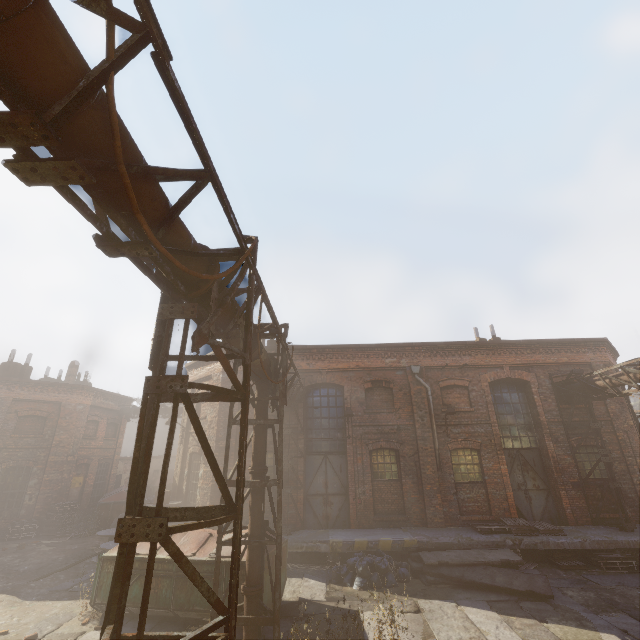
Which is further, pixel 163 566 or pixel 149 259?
pixel 163 566

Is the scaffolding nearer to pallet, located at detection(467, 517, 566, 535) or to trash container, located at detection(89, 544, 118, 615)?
trash container, located at detection(89, 544, 118, 615)

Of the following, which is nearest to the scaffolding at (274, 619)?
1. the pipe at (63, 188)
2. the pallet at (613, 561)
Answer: the pipe at (63, 188)

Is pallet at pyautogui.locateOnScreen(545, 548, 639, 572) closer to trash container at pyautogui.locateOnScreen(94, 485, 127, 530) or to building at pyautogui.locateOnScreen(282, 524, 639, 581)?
building at pyautogui.locateOnScreen(282, 524, 639, 581)

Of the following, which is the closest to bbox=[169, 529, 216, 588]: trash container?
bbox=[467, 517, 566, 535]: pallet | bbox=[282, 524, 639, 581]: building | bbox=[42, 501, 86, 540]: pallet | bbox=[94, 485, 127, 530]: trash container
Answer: bbox=[282, 524, 639, 581]: building

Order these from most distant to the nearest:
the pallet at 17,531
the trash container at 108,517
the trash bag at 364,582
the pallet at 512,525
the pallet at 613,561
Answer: the trash container at 108,517 < the pallet at 17,531 < the pallet at 512,525 < the pallet at 613,561 < the trash bag at 364,582

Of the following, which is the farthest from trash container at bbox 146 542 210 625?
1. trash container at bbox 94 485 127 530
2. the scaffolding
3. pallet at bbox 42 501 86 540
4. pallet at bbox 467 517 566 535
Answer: pallet at bbox 42 501 86 540

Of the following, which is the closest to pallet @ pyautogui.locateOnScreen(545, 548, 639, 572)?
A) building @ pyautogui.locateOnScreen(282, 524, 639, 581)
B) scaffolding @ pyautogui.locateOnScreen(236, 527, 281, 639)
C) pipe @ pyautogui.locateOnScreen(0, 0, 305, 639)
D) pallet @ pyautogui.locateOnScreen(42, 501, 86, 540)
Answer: building @ pyautogui.locateOnScreen(282, 524, 639, 581)
